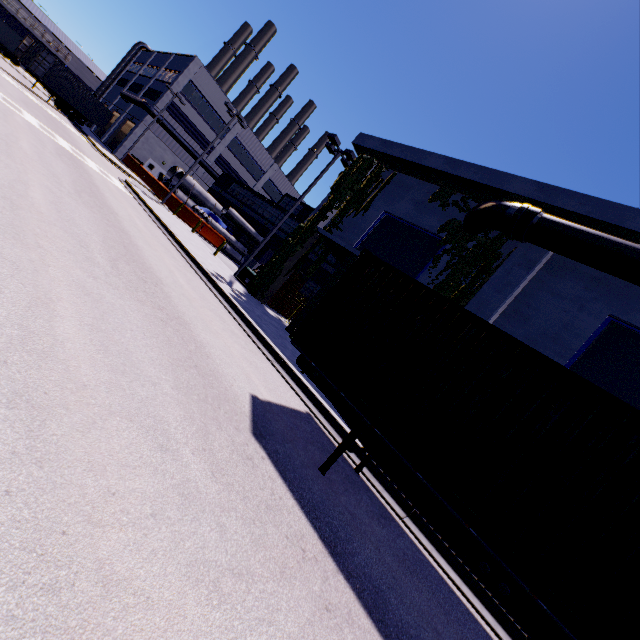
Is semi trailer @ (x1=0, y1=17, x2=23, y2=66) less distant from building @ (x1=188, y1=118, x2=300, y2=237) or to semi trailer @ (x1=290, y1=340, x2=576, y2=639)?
building @ (x1=188, y1=118, x2=300, y2=237)

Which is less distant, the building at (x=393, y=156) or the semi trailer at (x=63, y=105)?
the building at (x=393, y=156)

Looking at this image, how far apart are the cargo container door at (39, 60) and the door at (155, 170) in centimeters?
1193cm

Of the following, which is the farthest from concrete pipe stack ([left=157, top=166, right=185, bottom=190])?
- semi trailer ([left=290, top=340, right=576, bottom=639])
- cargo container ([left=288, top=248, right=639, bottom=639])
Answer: semi trailer ([left=290, top=340, right=576, bottom=639])

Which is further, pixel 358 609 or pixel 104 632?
pixel 358 609

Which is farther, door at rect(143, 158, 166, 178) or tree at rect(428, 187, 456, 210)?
door at rect(143, 158, 166, 178)

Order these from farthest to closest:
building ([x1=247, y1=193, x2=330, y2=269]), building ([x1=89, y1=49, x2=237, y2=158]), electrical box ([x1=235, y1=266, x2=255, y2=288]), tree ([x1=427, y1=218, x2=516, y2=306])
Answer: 1. building ([x1=89, y1=49, x2=237, y2=158])
2. building ([x1=247, y1=193, x2=330, y2=269])
3. electrical box ([x1=235, y1=266, x2=255, y2=288])
4. tree ([x1=427, y1=218, x2=516, y2=306])

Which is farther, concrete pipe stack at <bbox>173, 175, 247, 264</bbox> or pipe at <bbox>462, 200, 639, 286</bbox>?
concrete pipe stack at <bbox>173, 175, 247, 264</bbox>
